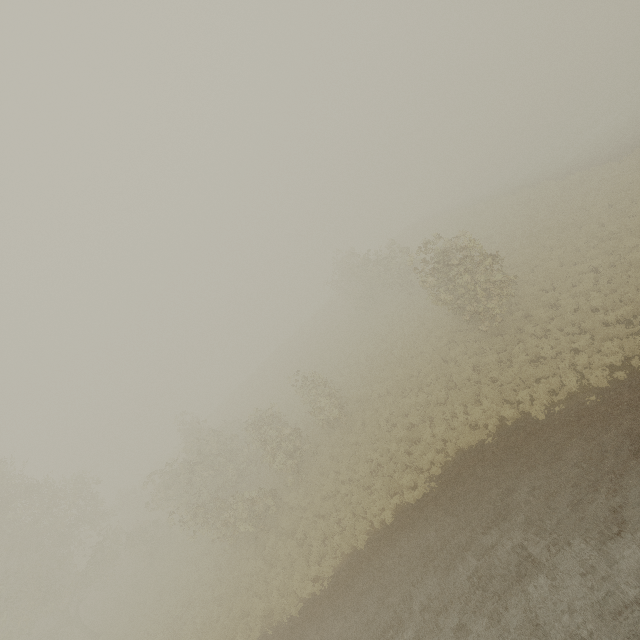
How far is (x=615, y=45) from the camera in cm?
4653
